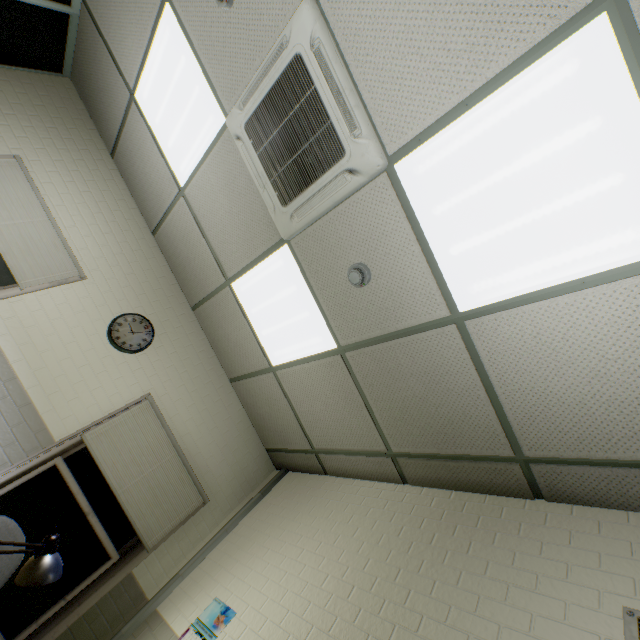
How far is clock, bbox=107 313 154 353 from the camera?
3.3 meters

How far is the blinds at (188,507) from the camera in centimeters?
299cm

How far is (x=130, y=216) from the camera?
3.77m

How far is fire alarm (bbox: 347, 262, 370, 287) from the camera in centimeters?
216cm

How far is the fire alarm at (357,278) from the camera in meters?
2.2

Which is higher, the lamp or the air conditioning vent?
the air conditioning vent

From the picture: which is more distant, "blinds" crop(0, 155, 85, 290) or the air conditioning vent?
"blinds" crop(0, 155, 85, 290)

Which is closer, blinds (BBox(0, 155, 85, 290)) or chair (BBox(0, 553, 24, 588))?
chair (BBox(0, 553, 24, 588))
